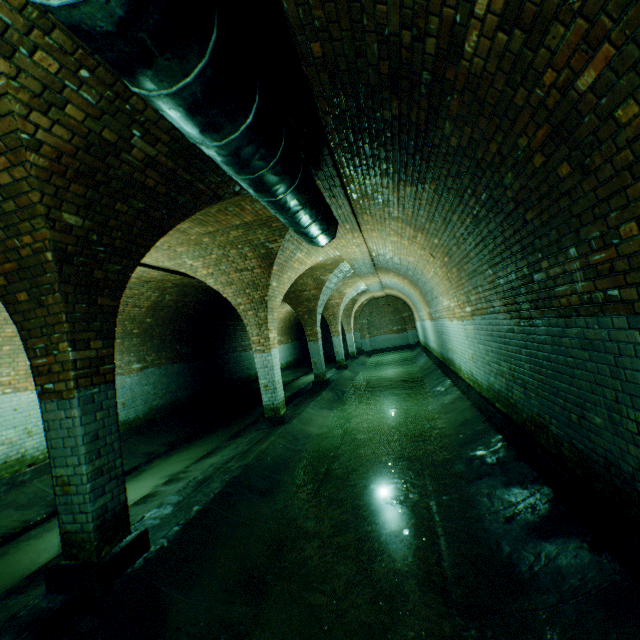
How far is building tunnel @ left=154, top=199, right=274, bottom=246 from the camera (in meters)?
5.44

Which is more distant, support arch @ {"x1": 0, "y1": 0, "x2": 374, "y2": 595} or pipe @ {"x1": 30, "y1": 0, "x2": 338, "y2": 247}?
support arch @ {"x1": 0, "y1": 0, "x2": 374, "y2": 595}

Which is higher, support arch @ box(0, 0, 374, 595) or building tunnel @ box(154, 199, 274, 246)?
building tunnel @ box(154, 199, 274, 246)

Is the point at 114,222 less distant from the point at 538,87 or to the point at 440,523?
the point at 538,87

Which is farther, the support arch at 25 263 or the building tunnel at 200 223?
the building tunnel at 200 223

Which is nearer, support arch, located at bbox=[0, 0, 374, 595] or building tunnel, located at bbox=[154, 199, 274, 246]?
support arch, located at bbox=[0, 0, 374, 595]

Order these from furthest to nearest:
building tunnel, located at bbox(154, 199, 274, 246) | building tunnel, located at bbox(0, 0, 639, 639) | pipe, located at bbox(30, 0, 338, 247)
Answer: building tunnel, located at bbox(154, 199, 274, 246) → building tunnel, located at bbox(0, 0, 639, 639) → pipe, located at bbox(30, 0, 338, 247)

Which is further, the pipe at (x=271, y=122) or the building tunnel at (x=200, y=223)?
the building tunnel at (x=200, y=223)
